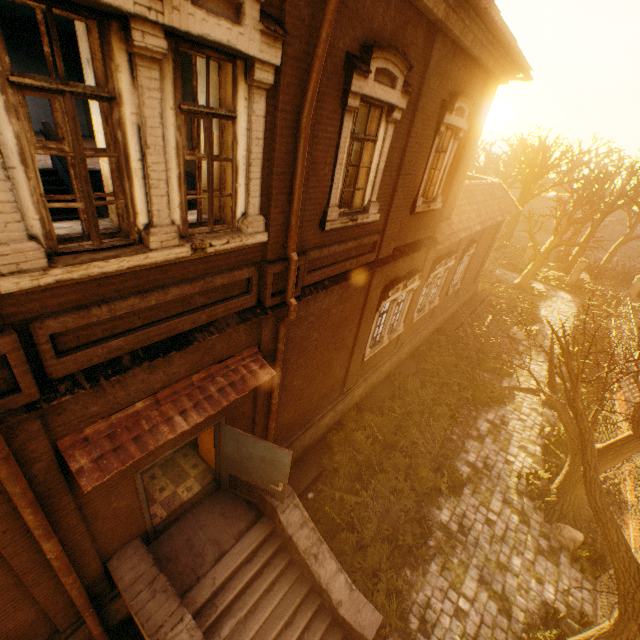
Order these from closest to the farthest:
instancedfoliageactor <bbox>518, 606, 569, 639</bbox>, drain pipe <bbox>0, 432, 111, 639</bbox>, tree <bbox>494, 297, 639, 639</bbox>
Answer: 1. drain pipe <bbox>0, 432, 111, 639</bbox>
2. tree <bbox>494, 297, 639, 639</bbox>
3. instancedfoliageactor <bbox>518, 606, 569, 639</bbox>

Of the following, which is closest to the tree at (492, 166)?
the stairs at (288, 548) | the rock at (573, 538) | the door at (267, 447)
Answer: the rock at (573, 538)

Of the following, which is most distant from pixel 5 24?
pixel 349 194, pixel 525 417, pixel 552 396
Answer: pixel 525 417

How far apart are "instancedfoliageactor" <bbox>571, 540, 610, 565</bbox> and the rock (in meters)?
0.20

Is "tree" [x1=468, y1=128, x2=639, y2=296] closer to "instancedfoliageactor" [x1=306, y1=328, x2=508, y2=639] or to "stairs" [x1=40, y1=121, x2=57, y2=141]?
"instancedfoliageactor" [x1=306, y1=328, x2=508, y2=639]

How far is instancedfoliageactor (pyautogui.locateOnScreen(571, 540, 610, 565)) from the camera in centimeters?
838cm

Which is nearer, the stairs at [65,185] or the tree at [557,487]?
the tree at [557,487]

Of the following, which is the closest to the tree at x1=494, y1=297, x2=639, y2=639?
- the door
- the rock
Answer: the rock
